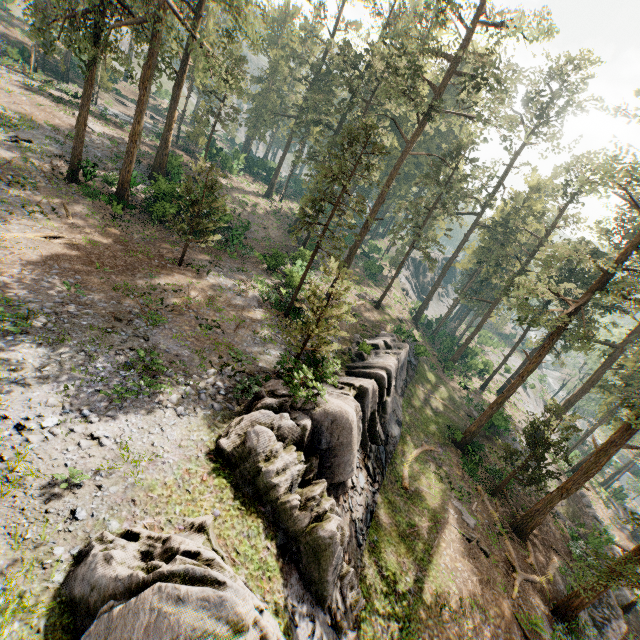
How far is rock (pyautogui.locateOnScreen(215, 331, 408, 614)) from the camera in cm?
1132

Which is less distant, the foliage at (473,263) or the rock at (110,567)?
the rock at (110,567)

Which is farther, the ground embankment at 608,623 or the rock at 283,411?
the ground embankment at 608,623

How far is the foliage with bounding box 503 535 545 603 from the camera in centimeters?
1787cm

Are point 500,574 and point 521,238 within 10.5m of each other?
no

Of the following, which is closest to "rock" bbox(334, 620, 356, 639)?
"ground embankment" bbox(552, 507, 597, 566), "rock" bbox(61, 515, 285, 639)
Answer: "rock" bbox(61, 515, 285, 639)

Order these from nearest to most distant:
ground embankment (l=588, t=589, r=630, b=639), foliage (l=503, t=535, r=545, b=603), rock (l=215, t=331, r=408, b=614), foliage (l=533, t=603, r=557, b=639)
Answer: rock (l=215, t=331, r=408, b=614) < foliage (l=533, t=603, r=557, b=639) < foliage (l=503, t=535, r=545, b=603) < ground embankment (l=588, t=589, r=630, b=639)

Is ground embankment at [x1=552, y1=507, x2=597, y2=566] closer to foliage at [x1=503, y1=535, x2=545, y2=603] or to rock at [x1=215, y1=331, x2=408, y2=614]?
foliage at [x1=503, y1=535, x2=545, y2=603]
